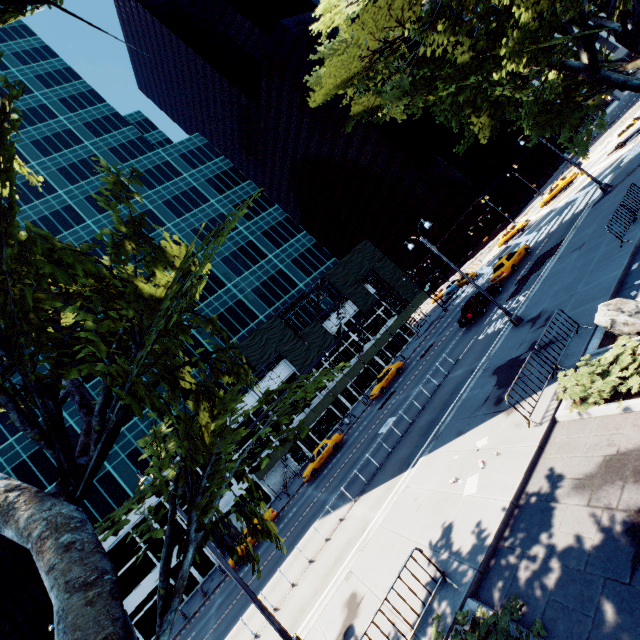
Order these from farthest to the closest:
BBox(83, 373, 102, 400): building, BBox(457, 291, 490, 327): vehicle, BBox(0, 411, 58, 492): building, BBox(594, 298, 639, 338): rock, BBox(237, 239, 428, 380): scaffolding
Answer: BBox(237, 239, 428, 380): scaffolding → BBox(83, 373, 102, 400): building → BBox(0, 411, 58, 492): building → BBox(457, 291, 490, 327): vehicle → BBox(594, 298, 639, 338): rock

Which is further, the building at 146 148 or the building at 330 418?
the building at 146 148

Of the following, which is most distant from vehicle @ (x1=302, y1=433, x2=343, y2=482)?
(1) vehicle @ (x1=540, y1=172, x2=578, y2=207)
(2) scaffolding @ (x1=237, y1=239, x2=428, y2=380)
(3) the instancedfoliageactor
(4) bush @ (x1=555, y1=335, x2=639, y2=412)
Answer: (1) vehicle @ (x1=540, y1=172, x2=578, y2=207)

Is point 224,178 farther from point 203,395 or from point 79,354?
point 79,354

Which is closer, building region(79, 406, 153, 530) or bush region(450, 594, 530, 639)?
bush region(450, 594, 530, 639)

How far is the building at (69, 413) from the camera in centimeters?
3462cm

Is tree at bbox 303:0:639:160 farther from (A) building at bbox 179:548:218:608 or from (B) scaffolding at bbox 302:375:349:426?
(A) building at bbox 179:548:218:608

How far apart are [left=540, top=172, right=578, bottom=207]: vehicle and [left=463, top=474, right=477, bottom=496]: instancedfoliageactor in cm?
4629
